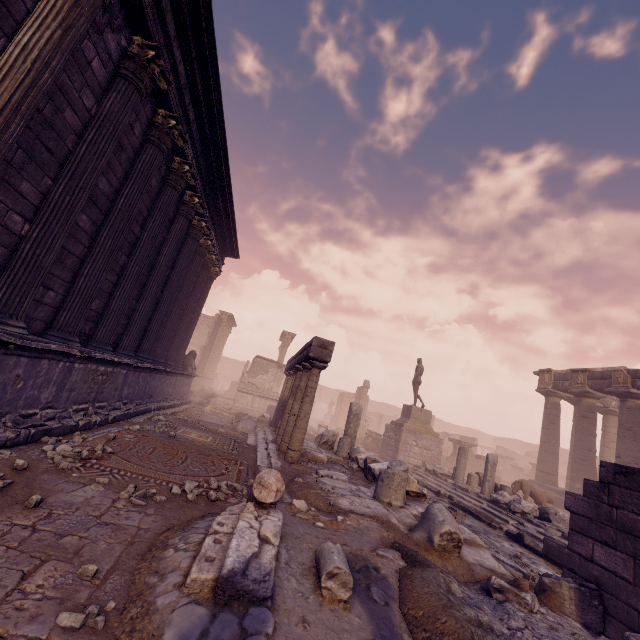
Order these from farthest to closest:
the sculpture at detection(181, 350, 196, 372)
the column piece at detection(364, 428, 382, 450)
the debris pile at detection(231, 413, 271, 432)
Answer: the column piece at detection(364, 428, 382, 450) < the sculpture at detection(181, 350, 196, 372) < the debris pile at detection(231, 413, 271, 432)

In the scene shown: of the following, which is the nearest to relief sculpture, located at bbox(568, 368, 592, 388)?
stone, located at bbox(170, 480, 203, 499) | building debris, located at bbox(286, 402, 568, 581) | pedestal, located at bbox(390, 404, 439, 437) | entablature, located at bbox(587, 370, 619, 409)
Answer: entablature, located at bbox(587, 370, 619, 409)

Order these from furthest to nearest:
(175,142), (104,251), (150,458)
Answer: (175,142) → (104,251) → (150,458)

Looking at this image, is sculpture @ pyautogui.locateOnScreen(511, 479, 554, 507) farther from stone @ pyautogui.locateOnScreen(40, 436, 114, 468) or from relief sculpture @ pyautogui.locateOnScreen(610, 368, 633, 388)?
stone @ pyautogui.locateOnScreen(40, 436, 114, 468)

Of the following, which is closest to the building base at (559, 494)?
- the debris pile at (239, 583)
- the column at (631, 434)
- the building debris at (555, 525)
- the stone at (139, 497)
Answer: the column at (631, 434)

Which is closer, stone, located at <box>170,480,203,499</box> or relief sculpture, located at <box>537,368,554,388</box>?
stone, located at <box>170,480,203,499</box>

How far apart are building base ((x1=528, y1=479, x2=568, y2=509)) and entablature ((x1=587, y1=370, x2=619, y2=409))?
5.3m

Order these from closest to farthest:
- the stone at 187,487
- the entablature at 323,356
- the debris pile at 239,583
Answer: the debris pile at 239,583 < the stone at 187,487 < the entablature at 323,356
